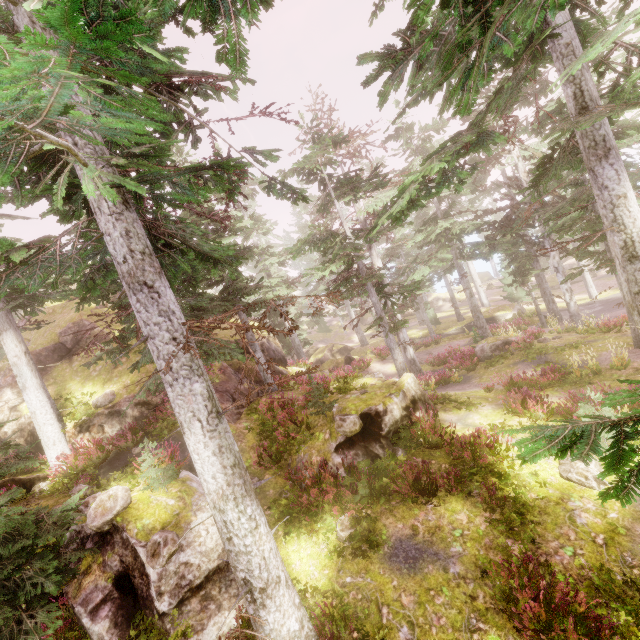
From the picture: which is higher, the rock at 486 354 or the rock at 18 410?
the rock at 18 410

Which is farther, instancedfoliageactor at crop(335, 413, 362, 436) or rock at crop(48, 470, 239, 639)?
instancedfoliageactor at crop(335, 413, 362, 436)

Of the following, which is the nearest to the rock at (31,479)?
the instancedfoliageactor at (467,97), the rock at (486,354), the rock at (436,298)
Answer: the instancedfoliageactor at (467,97)

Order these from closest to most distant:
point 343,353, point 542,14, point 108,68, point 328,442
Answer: point 108,68 → point 542,14 → point 328,442 → point 343,353

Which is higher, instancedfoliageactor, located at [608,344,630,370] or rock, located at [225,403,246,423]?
rock, located at [225,403,246,423]

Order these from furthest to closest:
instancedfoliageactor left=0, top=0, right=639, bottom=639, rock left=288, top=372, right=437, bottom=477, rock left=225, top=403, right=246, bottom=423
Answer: rock left=225, top=403, right=246, bottom=423, rock left=288, top=372, right=437, bottom=477, instancedfoliageactor left=0, top=0, right=639, bottom=639

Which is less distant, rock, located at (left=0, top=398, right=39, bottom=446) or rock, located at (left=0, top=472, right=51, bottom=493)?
rock, located at (left=0, top=472, right=51, bottom=493)
